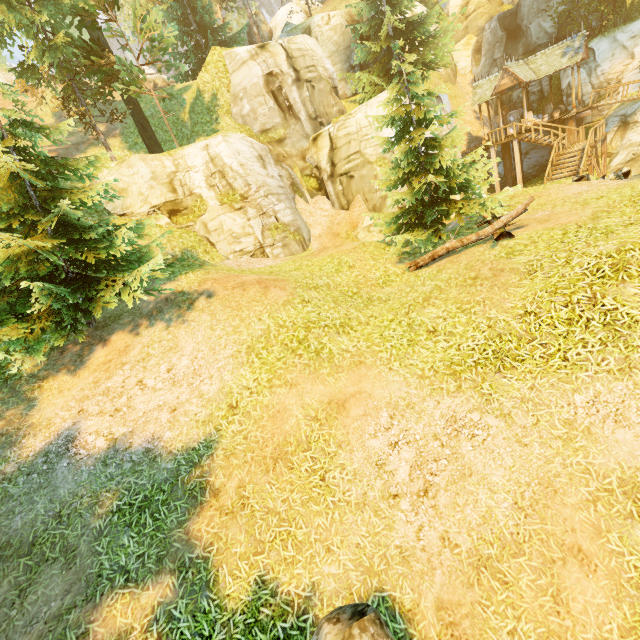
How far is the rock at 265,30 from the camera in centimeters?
4025cm

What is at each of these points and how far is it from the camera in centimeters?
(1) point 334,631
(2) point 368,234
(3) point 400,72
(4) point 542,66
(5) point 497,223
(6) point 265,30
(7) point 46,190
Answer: (1) rock, 438cm
(2) rock, 1772cm
(3) tree, 2102cm
(4) building, 2250cm
(5) log, 1011cm
(6) rock, 4088cm
(7) tree, 866cm

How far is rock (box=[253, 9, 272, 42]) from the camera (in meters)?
40.25

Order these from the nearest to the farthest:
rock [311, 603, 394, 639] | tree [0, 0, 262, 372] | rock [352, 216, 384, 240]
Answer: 1. rock [311, 603, 394, 639]
2. tree [0, 0, 262, 372]
3. rock [352, 216, 384, 240]

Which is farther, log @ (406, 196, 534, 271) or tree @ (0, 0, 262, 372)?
log @ (406, 196, 534, 271)

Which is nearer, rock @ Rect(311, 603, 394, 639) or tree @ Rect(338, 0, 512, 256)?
rock @ Rect(311, 603, 394, 639)

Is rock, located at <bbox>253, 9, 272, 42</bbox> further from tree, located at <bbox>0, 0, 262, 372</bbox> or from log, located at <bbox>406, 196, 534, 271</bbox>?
log, located at <bbox>406, 196, 534, 271</bbox>

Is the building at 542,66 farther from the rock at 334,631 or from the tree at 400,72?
the rock at 334,631
